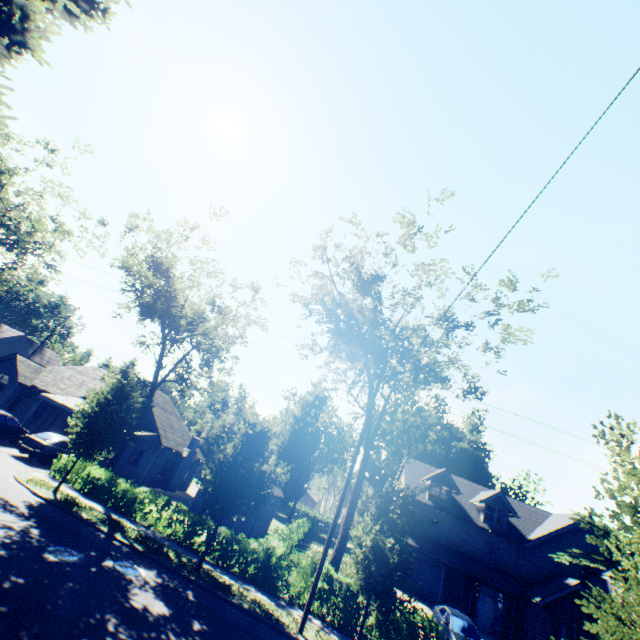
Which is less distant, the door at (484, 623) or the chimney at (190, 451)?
the door at (484, 623)

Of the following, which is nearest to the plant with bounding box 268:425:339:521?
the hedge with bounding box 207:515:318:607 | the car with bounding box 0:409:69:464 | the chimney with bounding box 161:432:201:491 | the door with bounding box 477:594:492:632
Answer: the chimney with bounding box 161:432:201:491

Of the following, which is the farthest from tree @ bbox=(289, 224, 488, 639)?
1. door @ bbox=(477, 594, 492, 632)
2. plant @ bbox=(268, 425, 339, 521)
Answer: door @ bbox=(477, 594, 492, 632)

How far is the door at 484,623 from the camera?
25.3m

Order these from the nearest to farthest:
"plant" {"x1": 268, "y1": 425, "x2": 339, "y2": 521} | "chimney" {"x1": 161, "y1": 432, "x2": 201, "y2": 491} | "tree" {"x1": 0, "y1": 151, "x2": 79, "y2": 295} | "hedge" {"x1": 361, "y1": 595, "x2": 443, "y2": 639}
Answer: "hedge" {"x1": 361, "y1": 595, "x2": 443, "y2": 639}
"tree" {"x1": 0, "y1": 151, "x2": 79, "y2": 295}
"chimney" {"x1": 161, "y1": 432, "x2": 201, "y2": 491}
"plant" {"x1": 268, "y1": 425, "x2": 339, "y2": 521}

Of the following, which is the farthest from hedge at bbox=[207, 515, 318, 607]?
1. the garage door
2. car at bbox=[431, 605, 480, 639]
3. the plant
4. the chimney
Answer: the plant

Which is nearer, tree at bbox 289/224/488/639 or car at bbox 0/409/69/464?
tree at bbox 289/224/488/639

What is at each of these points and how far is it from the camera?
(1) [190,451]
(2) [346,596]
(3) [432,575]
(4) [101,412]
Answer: (1) chimney, 32.0m
(2) hedge, 14.8m
(3) garage door, 27.0m
(4) tree, 16.7m
